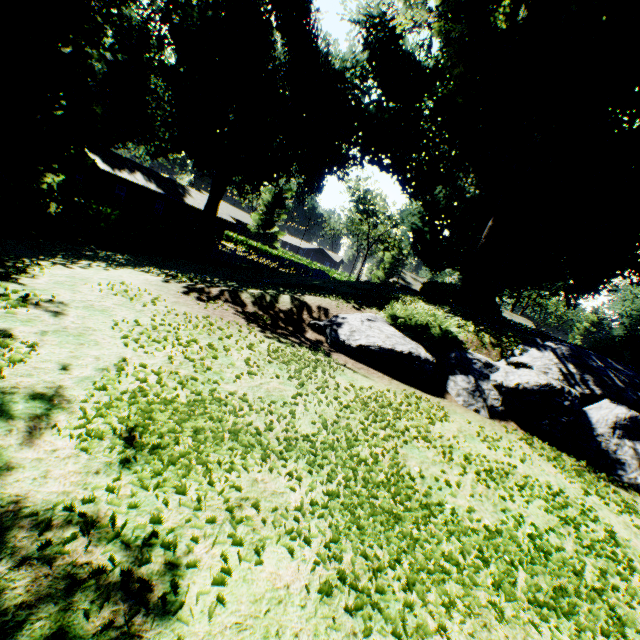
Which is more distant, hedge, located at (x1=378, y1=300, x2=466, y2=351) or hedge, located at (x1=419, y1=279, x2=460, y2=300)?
hedge, located at (x1=419, y1=279, x2=460, y2=300)

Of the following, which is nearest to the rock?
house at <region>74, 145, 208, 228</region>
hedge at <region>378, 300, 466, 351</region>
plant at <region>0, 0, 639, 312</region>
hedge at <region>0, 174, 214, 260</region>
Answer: hedge at <region>378, 300, 466, 351</region>

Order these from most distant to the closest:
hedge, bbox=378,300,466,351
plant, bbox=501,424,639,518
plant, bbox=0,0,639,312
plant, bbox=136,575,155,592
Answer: plant, bbox=0,0,639,312
hedge, bbox=378,300,466,351
plant, bbox=501,424,639,518
plant, bbox=136,575,155,592

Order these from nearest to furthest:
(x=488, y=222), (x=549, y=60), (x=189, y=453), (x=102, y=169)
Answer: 1. (x=189, y=453)
2. (x=549, y=60)
3. (x=102, y=169)
4. (x=488, y=222)

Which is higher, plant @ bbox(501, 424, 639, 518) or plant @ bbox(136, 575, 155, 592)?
plant @ bbox(136, 575, 155, 592)

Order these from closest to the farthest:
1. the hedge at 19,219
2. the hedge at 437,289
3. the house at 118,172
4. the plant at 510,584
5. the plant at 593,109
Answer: the plant at 510,584 < the hedge at 19,219 < the plant at 593,109 < the hedge at 437,289 < the house at 118,172

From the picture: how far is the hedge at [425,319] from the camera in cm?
1114

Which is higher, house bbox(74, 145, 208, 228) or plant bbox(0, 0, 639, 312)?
plant bbox(0, 0, 639, 312)
